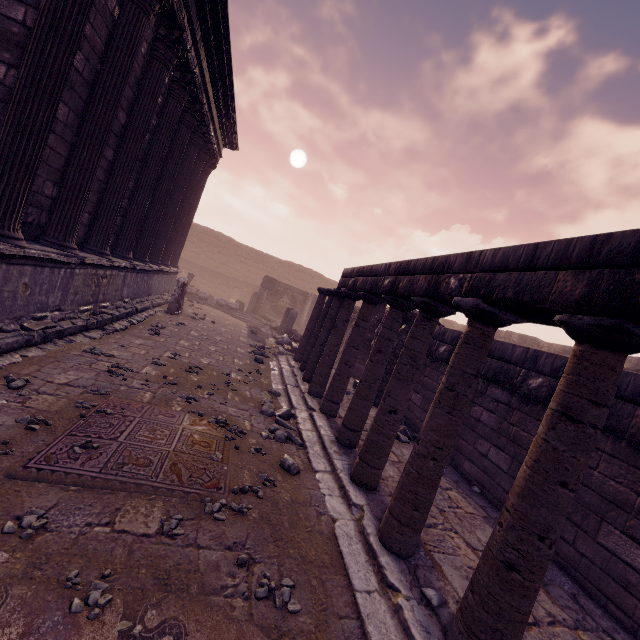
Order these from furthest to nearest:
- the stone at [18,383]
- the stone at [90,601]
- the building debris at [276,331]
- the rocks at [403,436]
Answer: the building debris at [276,331], the rocks at [403,436], the stone at [18,383], the stone at [90,601]

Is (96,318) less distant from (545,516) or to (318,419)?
(318,419)

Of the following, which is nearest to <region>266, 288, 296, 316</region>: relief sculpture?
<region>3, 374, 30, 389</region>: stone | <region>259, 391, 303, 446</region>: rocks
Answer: <region>259, 391, 303, 446</region>: rocks

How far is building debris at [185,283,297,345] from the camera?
13.66m

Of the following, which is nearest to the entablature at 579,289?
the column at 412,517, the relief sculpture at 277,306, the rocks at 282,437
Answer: the column at 412,517

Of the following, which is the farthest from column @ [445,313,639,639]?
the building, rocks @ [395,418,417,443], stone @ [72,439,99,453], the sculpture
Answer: the sculpture

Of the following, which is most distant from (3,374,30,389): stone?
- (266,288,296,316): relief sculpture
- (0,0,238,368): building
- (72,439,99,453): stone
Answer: (266,288,296,316): relief sculpture

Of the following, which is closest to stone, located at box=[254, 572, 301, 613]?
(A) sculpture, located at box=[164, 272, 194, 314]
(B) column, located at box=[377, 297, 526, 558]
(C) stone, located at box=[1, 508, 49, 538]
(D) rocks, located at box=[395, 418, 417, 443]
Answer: (B) column, located at box=[377, 297, 526, 558]
